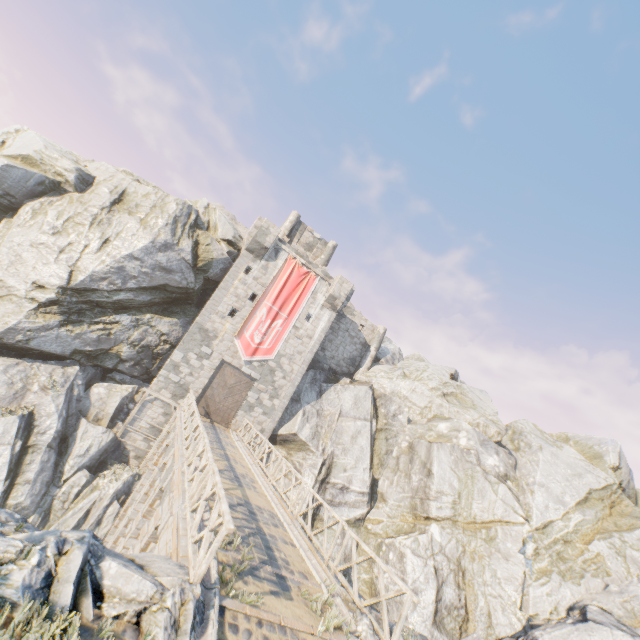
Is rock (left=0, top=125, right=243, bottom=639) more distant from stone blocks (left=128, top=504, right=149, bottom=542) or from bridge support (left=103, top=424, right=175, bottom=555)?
stone blocks (left=128, top=504, right=149, bottom=542)

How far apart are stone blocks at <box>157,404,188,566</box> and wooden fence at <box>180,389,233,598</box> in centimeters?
1cm

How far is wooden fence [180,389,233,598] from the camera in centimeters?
514cm

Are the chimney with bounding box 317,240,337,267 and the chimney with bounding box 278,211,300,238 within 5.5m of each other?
yes

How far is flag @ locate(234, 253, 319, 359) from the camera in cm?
2370

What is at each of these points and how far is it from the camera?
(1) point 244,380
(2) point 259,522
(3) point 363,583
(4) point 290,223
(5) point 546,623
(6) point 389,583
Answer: (1) castle gate, 23.72m
(2) bridge support, 9.46m
(3) rock, 19.53m
(4) chimney, 31.08m
(5) rock, 15.55m
(6) rock, 18.56m

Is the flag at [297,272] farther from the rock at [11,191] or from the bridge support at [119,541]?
the bridge support at [119,541]

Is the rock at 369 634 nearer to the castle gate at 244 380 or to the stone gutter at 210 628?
the stone gutter at 210 628
